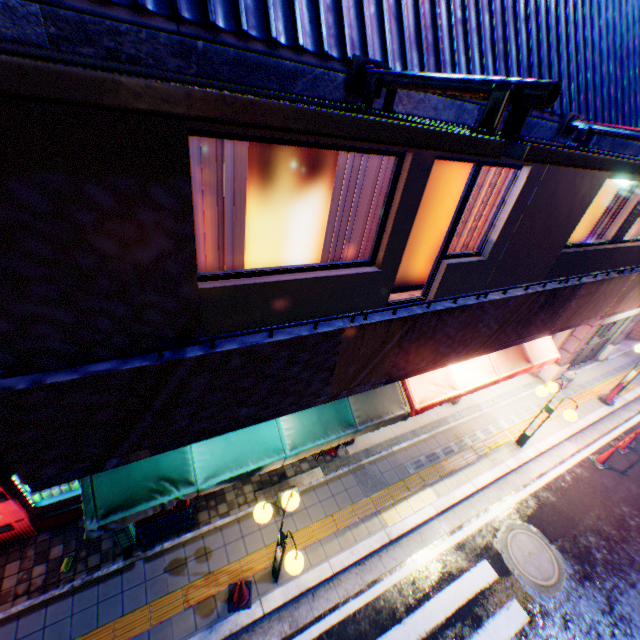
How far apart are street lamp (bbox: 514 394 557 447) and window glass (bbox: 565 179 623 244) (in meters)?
3.45

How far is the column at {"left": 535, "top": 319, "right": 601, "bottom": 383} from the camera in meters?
10.5

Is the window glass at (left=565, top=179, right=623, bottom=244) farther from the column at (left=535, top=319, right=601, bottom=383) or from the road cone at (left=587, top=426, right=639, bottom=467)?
the road cone at (left=587, top=426, right=639, bottom=467)

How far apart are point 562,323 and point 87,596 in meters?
9.7

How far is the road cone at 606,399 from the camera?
11.1m

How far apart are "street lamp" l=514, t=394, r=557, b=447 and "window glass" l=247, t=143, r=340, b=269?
7.1m

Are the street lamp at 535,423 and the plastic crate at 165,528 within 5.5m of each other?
no

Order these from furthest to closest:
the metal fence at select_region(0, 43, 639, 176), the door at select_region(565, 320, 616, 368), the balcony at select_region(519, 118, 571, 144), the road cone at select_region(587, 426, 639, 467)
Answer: the door at select_region(565, 320, 616, 368) → the road cone at select_region(587, 426, 639, 467) → the balcony at select_region(519, 118, 571, 144) → the metal fence at select_region(0, 43, 639, 176)
